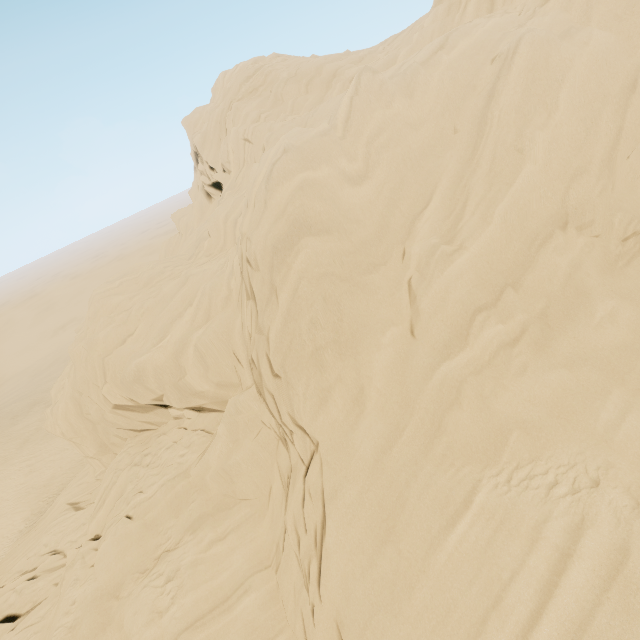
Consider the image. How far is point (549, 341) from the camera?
7.7 meters
